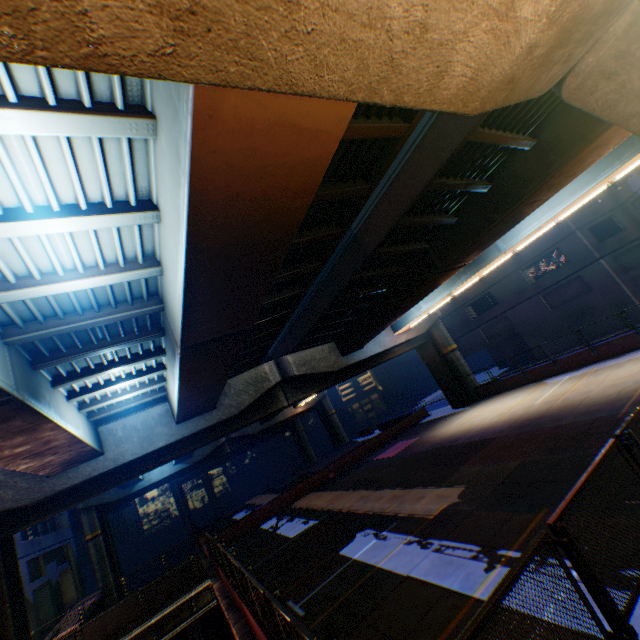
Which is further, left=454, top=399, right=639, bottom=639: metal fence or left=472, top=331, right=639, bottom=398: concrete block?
left=472, top=331, right=639, bottom=398: concrete block

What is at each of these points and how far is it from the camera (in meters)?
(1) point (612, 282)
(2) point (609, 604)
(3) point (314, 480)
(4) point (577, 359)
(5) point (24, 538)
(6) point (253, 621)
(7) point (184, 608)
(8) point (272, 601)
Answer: (1) building, 25.89
(2) metal fence, 3.27
(3) concrete block, 25.45
(4) concrete block, 20.00
(5) building, 26.19
(6) concrete block, 8.31
(7) bridge, 17.34
(8) metal fence, 5.63

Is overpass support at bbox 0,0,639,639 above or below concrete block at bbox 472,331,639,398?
above

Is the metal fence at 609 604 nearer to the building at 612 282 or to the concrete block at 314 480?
the concrete block at 314 480

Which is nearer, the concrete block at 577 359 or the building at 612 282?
the concrete block at 577 359

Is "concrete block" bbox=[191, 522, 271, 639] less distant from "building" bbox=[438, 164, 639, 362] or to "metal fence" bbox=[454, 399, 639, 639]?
"metal fence" bbox=[454, 399, 639, 639]

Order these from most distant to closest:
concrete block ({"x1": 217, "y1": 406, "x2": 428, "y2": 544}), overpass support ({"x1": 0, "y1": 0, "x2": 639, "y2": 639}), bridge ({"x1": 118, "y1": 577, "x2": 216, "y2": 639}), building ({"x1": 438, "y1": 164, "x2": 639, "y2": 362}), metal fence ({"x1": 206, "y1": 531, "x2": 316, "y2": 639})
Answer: building ({"x1": 438, "y1": 164, "x2": 639, "y2": 362}) → concrete block ({"x1": 217, "y1": 406, "x2": 428, "y2": 544}) → bridge ({"x1": 118, "y1": 577, "x2": 216, "y2": 639}) → metal fence ({"x1": 206, "y1": 531, "x2": 316, "y2": 639}) → overpass support ({"x1": 0, "y1": 0, "x2": 639, "y2": 639})
